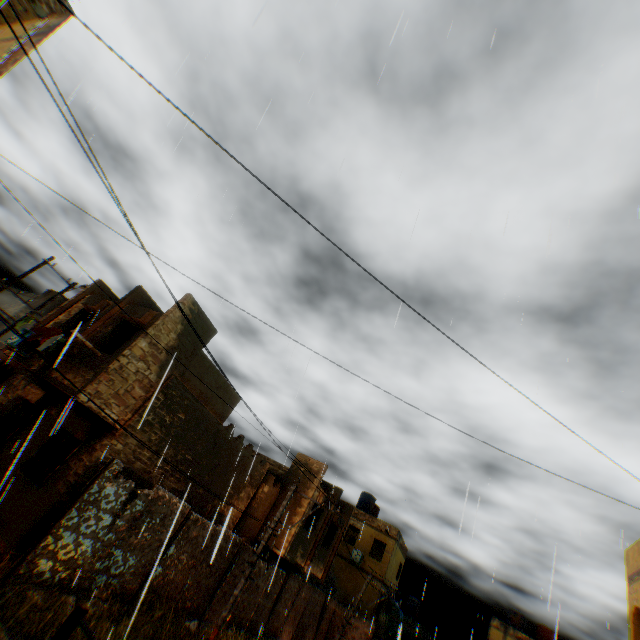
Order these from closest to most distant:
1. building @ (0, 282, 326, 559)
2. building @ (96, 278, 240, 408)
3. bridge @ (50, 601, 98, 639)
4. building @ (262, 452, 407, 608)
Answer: bridge @ (50, 601, 98, 639) < building @ (0, 282, 326, 559) < building @ (96, 278, 240, 408) < building @ (262, 452, 407, 608)

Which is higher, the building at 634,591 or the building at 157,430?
the building at 634,591

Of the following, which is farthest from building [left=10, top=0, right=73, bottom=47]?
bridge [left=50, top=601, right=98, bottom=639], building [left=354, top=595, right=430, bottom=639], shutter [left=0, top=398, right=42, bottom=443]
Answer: building [left=354, top=595, right=430, bottom=639]

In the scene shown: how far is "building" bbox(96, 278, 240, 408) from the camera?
11.8m

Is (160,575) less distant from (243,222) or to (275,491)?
(275,491)

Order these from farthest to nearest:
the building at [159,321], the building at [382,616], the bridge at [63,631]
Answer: the building at [382,616] < the building at [159,321] < the bridge at [63,631]

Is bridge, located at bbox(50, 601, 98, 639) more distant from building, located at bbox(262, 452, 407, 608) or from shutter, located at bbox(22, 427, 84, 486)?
shutter, located at bbox(22, 427, 84, 486)
